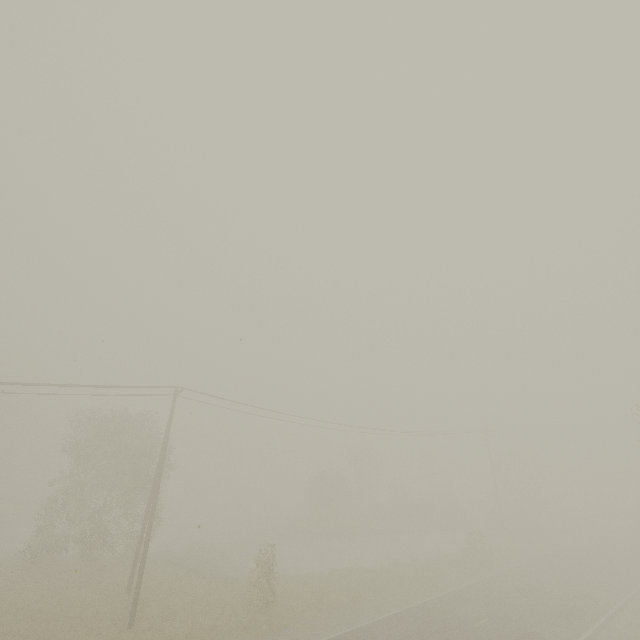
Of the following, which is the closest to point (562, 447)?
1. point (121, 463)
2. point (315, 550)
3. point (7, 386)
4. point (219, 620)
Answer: point (315, 550)
